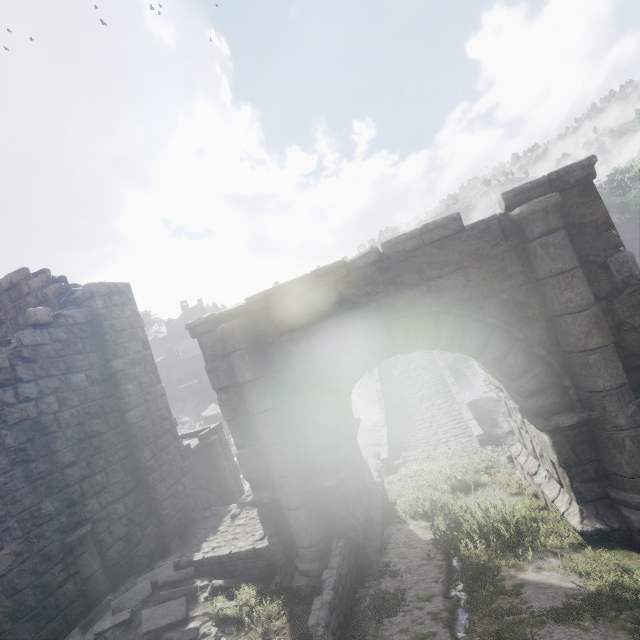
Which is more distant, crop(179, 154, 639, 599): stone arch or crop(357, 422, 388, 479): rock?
crop(357, 422, 388, 479): rock

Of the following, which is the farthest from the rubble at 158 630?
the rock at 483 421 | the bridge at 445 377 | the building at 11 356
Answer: the bridge at 445 377

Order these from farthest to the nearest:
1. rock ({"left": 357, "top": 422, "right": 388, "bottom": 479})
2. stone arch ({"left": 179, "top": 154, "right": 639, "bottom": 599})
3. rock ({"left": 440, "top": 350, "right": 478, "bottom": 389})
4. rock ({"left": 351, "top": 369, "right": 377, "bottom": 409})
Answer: rock ({"left": 351, "top": 369, "right": 377, "bottom": 409})
rock ({"left": 440, "top": 350, "right": 478, "bottom": 389})
rock ({"left": 357, "top": 422, "right": 388, "bottom": 479})
stone arch ({"left": 179, "top": 154, "right": 639, "bottom": 599})

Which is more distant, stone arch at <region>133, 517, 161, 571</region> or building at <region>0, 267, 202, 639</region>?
stone arch at <region>133, 517, 161, 571</region>

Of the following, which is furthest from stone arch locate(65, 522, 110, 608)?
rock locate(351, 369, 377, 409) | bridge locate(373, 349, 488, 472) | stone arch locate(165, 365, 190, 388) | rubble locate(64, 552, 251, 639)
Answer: stone arch locate(165, 365, 190, 388)

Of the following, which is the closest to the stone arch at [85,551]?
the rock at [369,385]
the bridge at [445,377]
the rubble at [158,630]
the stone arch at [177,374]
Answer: the rubble at [158,630]

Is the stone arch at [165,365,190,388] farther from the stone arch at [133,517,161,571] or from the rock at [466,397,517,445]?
the rock at [466,397,517,445]

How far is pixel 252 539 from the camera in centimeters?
734cm
